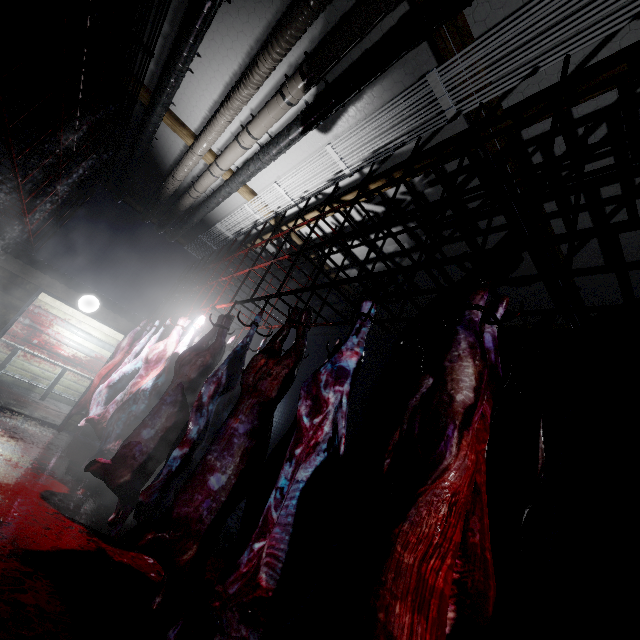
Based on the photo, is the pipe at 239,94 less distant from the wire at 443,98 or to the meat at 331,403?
the wire at 443,98

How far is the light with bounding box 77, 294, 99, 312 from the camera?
5.62m

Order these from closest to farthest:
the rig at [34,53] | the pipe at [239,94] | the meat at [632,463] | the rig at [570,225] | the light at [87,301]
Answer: the meat at [632,463] < the rig at [570,225] < the rig at [34,53] < the pipe at [239,94] < the light at [87,301]

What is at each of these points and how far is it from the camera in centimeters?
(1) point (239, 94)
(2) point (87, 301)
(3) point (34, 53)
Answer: (1) pipe, 320cm
(2) light, 566cm
(3) rig, 179cm

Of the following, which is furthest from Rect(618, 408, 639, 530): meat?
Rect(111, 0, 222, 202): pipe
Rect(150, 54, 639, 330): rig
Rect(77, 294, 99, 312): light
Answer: Rect(77, 294, 99, 312): light

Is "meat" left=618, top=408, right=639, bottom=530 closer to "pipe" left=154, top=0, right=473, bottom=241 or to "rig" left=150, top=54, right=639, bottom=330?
"rig" left=150, top=54, right=639, bottom=330

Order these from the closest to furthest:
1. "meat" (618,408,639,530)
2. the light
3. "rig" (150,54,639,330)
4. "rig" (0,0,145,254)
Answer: "meat" (618,408,639,530) < "rig" (150,54,639,330) < "rig" (0,0,145,254) < the light

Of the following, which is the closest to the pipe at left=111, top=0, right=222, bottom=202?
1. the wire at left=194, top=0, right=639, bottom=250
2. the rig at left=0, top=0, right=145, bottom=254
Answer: the rig at left=0, top=0, right=145, bottom=254
